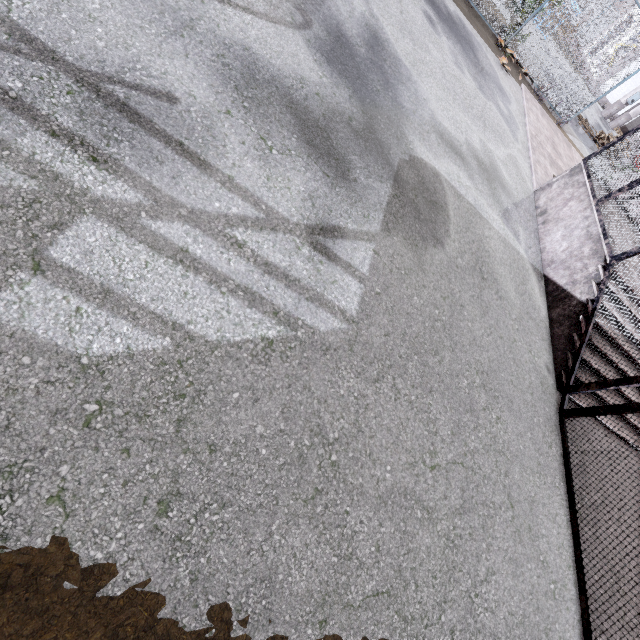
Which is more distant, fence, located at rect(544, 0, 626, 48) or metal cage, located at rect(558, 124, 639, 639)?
fence, located at rect(544, 0, 626, 48)

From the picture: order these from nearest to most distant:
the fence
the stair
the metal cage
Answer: the metal cage → the stair → the fence

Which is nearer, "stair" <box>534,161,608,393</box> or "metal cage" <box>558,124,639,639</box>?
"metal cage" <box>558,124,639,639</box>

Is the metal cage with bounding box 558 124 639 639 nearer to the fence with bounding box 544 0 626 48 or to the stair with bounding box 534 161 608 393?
the stair with bounding box 534 161 608 393

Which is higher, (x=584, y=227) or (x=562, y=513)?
(x=584, y=227)

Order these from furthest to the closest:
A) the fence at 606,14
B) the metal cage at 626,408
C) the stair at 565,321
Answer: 1. the fence at 606,14
2. the stair at 565,321
3. the metal cage at 626,408

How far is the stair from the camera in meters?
5.1 m

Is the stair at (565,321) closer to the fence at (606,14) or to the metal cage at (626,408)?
the metal cage at (626,408)
